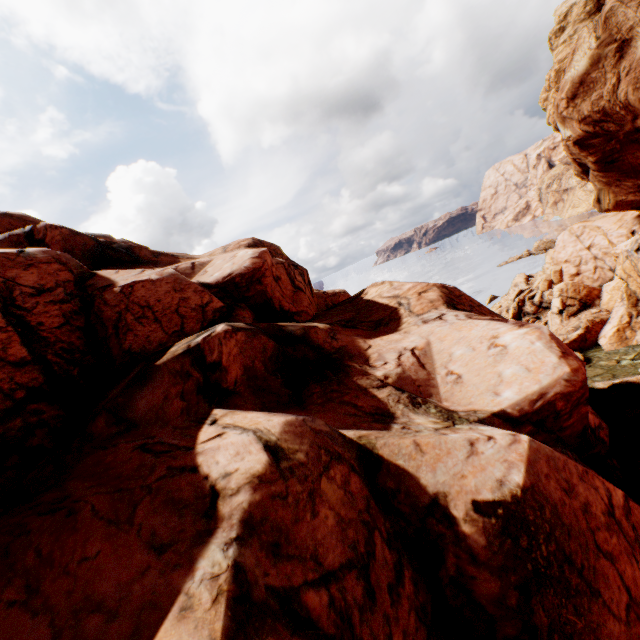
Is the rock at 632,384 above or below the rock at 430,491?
below

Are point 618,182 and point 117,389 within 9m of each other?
no

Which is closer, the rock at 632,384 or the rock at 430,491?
the rock at 430,491

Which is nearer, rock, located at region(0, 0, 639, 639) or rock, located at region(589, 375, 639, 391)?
rock, located at region(0, 0, 639, 639)

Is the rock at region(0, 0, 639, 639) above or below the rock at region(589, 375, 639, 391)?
above
